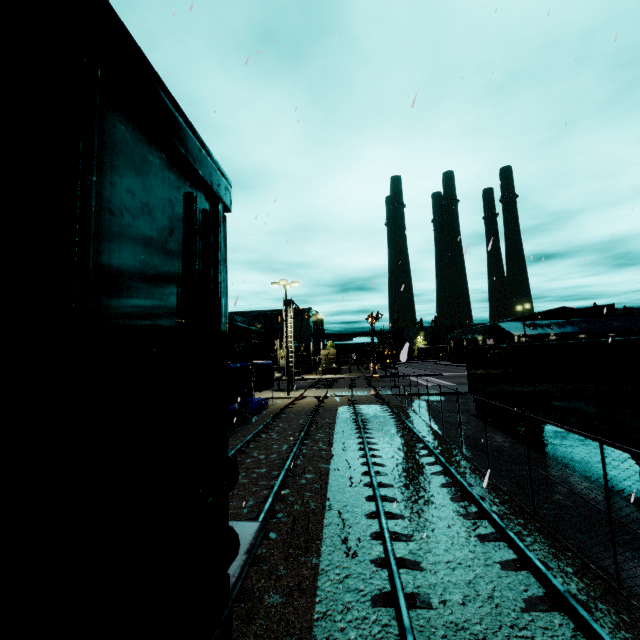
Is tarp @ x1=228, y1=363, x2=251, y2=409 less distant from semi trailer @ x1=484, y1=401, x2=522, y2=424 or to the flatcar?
semi trailer @ x1=484, y1=401, x2=522, y2=424

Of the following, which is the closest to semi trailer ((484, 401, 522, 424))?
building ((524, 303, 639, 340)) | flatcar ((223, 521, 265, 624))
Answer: building ((524, 303, 639, 340))

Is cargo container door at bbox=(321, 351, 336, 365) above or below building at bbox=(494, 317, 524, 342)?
below

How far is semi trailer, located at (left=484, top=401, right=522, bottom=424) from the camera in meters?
15.7

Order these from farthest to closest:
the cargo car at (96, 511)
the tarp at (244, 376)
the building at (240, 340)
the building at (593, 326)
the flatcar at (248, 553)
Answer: the building at (240, 340) < the building at (593, 326) < the tarp at (244, 376) < the flatcar at (248, 553) < the cargo car at (96, 511)

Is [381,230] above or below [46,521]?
above

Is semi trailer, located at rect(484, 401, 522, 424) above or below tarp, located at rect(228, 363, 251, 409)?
below

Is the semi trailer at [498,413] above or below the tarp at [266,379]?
below
